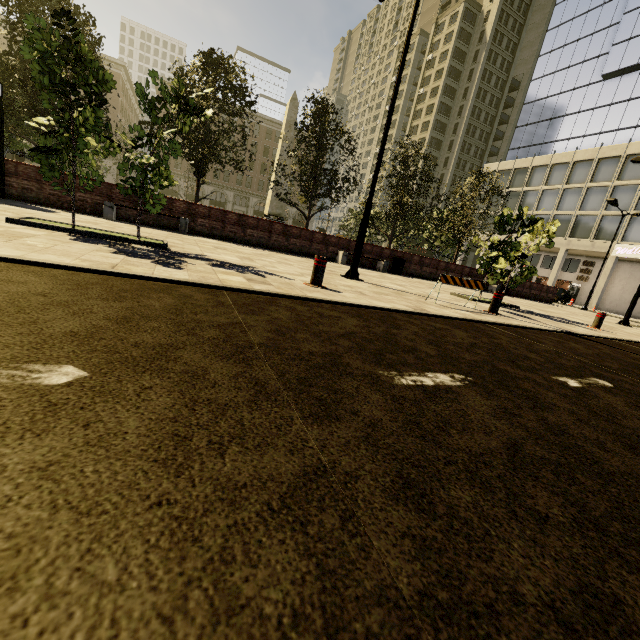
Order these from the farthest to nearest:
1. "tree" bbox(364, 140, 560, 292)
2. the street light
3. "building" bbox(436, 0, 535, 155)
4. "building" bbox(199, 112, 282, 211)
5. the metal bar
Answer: "building" bbox(199, 112, 282, 211) → "building" bbox(436, 0, 535, 155) → "tree" bbox(364, 140, 560, 292) → the street light → the metal bar

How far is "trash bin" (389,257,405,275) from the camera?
16.44m

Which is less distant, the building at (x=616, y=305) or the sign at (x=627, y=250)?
the sign at (x=627, y=250)

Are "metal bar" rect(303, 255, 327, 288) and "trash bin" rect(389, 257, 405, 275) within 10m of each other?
no

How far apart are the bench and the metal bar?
8.1m

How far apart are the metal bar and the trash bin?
11.2m

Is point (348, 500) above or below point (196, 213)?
below

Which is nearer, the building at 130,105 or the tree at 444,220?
the tree at 444,220
